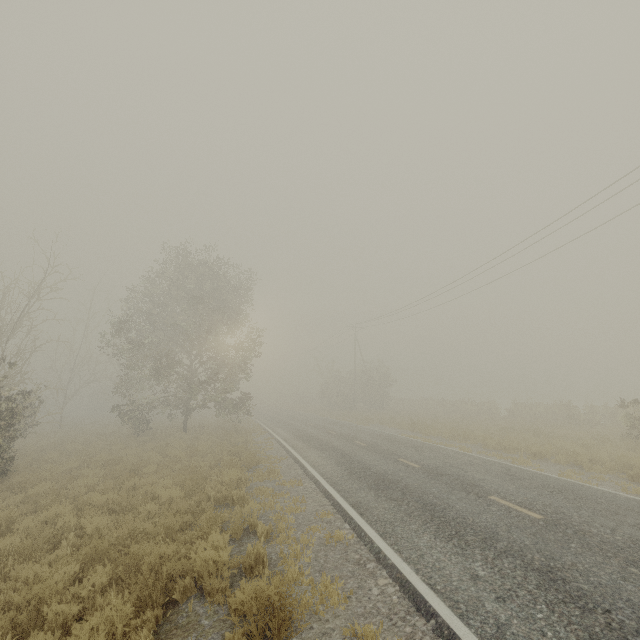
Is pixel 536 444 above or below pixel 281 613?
above
